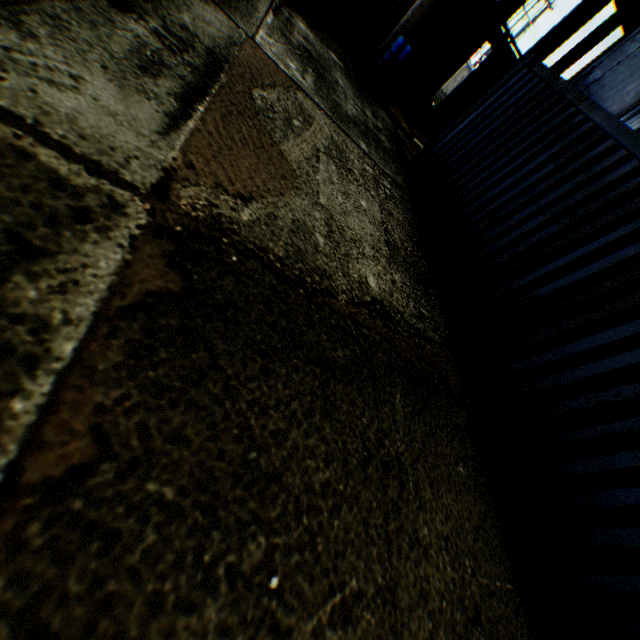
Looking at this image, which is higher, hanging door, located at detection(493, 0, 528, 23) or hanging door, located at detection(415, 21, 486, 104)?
hanging door, located at detection(493, 0, 528, 23)

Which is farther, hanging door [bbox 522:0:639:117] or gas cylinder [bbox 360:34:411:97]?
hanging door [bbox 522:0:639:117]

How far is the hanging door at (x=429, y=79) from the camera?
18.86m

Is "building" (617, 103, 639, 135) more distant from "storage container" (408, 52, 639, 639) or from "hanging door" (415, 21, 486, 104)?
"storage container" (408, 52, 639, 639)

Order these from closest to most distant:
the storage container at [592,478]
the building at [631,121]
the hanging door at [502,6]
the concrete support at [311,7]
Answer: the storage container at [592,478]
the concrete support at [311,7]
the hanging door at [502,6]
the building at [631,121]

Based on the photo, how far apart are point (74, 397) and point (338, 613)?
1.8m

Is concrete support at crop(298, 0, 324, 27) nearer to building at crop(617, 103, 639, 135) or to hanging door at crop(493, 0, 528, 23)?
building at crop(617, 103, 639, 135)

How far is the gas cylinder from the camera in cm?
840
